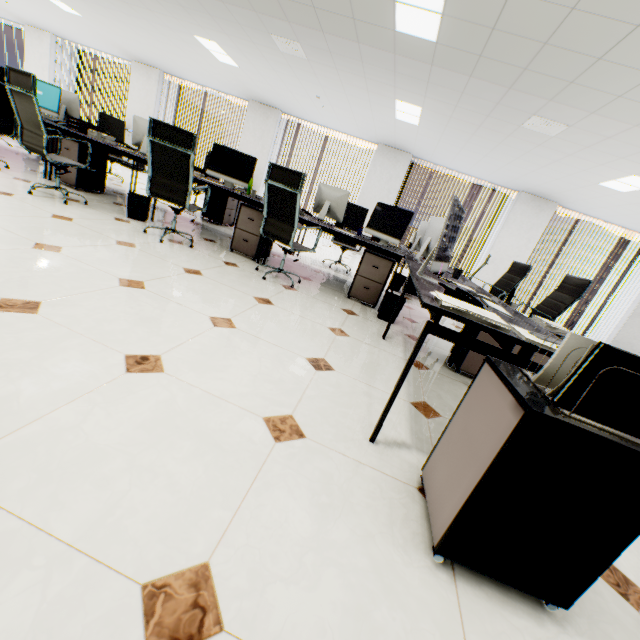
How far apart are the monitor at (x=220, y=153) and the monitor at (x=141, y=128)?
1.1m

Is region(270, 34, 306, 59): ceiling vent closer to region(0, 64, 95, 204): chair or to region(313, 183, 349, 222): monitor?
region(313, 183, 349, 222): monitor

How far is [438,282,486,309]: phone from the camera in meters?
Answer: 1.6 m

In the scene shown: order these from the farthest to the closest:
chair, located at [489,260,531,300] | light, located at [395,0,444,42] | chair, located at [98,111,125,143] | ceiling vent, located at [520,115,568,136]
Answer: chair, located at [98,111,125,143] → chair, located at [489,260,531,300] → ceiling vent, located at [520,115,568,136] → light, located at [395,0,444,42]

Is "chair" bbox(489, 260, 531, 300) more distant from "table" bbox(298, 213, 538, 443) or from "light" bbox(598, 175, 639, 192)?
"light" bbox(598, 175, 639, 192)

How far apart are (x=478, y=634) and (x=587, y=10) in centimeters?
404cm

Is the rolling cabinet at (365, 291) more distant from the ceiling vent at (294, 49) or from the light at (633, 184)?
the light at (633, 184)

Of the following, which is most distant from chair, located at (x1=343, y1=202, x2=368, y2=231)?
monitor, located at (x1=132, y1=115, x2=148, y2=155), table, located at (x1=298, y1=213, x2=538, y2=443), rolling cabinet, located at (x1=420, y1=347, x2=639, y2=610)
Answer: rolling cabinet, located at (x1=420, y1=347, x2=639, y2=610)
